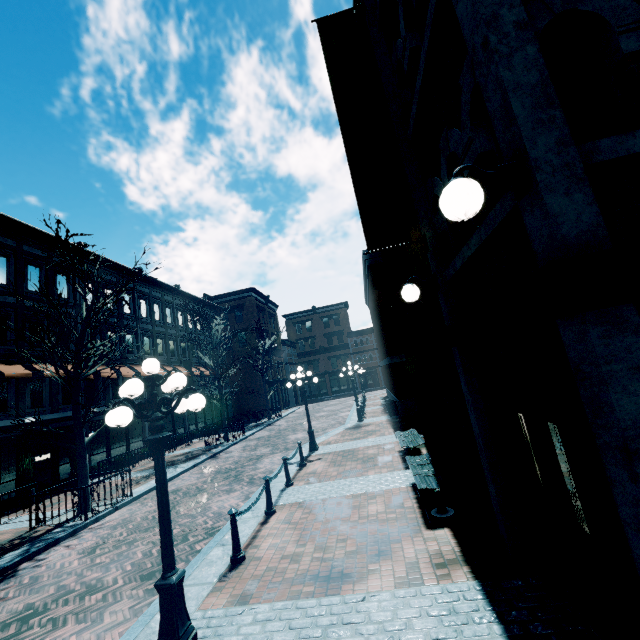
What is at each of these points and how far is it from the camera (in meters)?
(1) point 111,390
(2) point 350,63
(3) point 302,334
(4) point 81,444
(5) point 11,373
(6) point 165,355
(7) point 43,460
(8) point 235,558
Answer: (1) building, 20.34
(2) banner, 6.24
(3) building, 55.53
(4) tree, 11.24
(5) awning, 13.91
(6) building, 26.61
(7) building, 15.98
(8) chain link post, 5.83

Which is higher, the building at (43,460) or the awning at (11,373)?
the awning at (11,373)

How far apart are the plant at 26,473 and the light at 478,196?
19.15m

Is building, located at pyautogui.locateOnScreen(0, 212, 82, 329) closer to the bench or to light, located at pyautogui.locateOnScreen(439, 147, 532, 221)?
light, located at pyautogui.locateOnScreen(439, 147, 532, 221)

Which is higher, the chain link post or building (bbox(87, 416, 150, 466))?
building (bbox(87, 416, 150, 466))

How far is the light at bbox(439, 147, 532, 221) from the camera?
2.3m

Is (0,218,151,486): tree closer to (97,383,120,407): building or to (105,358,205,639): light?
(97,383,120,407): building

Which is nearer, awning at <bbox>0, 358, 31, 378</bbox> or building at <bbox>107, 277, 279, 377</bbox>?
awning at <bbox>0, 358, 31, 378</bbox>
